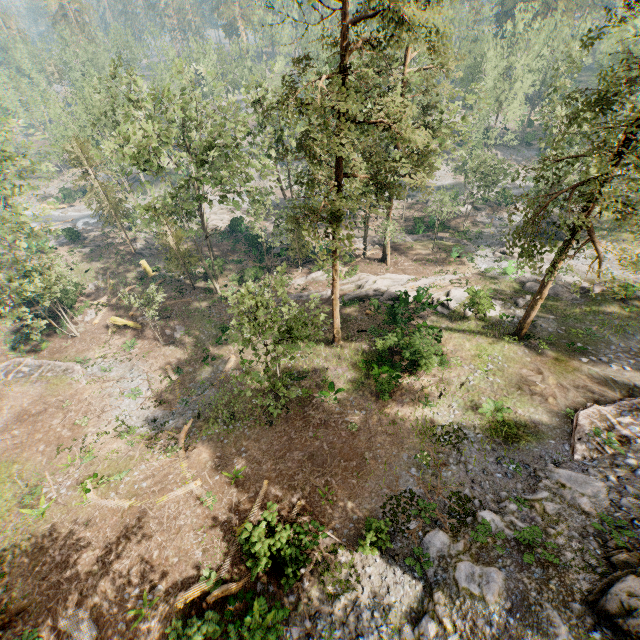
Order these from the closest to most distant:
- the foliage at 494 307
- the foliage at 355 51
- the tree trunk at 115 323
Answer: the foliage at 355 51, the foliage at 494 307, the tree trunk at 115 323

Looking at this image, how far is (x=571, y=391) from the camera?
18.8 meters

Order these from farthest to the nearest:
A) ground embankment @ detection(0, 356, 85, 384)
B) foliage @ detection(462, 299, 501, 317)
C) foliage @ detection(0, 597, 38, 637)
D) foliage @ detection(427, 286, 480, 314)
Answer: foliage @ detection(427, 286, 480, 314) → ground embankment @ detection(0, 356, 85, 384) → foliage @ detection(462, 299, 501, 317) → foliage @ detection(0, 597, 38, 637)

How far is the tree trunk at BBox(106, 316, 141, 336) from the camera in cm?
3164

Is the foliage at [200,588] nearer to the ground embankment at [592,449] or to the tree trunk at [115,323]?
the ground embankment at [592,449]

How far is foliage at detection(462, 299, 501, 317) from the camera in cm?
2512
